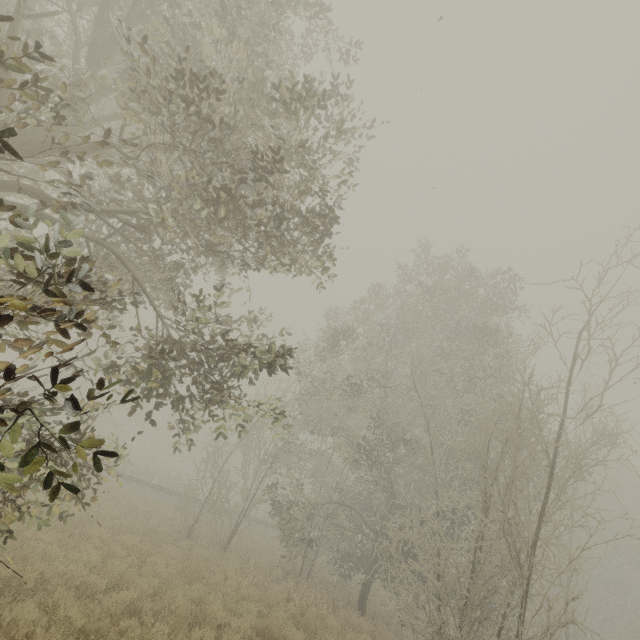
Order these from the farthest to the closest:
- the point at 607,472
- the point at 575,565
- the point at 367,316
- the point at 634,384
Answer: the point at 607,472 < the point at 367,316 < the point at 575,565 < the point at 634,384
